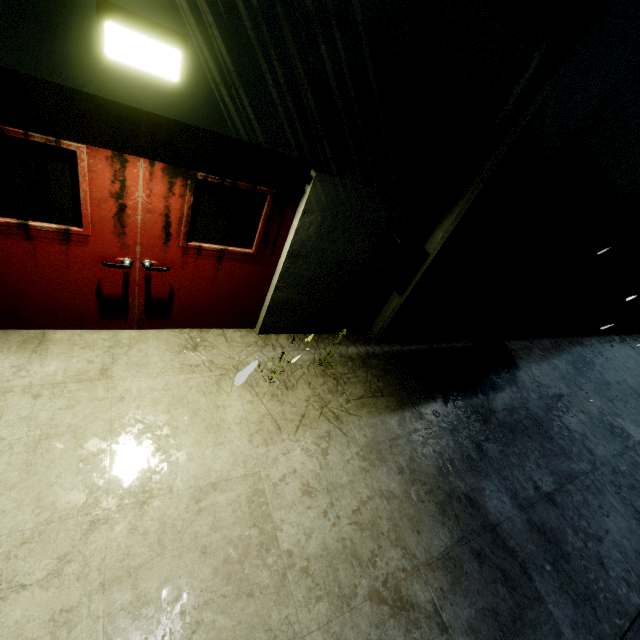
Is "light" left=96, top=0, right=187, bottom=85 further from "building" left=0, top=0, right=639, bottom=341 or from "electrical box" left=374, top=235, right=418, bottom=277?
"electrical box" left=374, top=235, right=418, bottom=277

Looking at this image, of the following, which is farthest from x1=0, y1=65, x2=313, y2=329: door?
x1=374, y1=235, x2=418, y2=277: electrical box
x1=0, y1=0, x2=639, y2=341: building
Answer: x1=374, y1=235, x2=418, y2=277: electrical box

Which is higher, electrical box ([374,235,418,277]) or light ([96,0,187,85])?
light ([96,0,187,85])

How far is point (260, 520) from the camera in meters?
2.8 m

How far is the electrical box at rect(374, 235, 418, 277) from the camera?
4.1m

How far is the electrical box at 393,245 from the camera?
4.1m

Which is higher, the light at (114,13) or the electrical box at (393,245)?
the light at (114,13)

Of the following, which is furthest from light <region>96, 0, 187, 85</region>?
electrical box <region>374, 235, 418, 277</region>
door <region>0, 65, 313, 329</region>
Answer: electrical box <region>374, 235, 418, 277</region>
